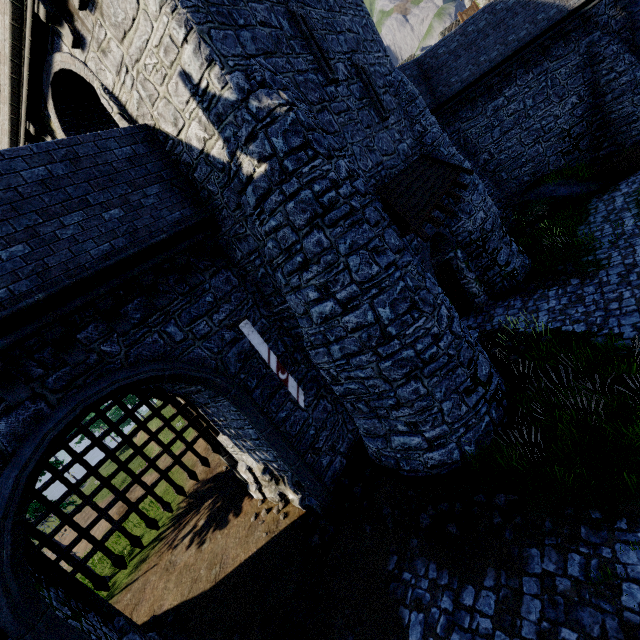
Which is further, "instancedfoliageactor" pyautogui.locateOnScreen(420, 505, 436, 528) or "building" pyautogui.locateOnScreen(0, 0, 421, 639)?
"instancedfoliageactor" pyautogui.locateOnScreen(420, 505, 436, 528)

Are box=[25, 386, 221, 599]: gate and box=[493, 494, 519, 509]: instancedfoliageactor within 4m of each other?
no

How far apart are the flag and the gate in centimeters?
337cm

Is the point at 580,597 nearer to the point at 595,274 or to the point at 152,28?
the point at 595,274

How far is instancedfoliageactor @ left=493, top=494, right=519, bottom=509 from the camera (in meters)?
6.57

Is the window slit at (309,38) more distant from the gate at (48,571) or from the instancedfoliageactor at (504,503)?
the instancedfoliageactor at (504,503)

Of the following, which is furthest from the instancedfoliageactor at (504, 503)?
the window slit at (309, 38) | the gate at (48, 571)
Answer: the window slit at (309, 38)

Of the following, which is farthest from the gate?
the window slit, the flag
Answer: the window slit
